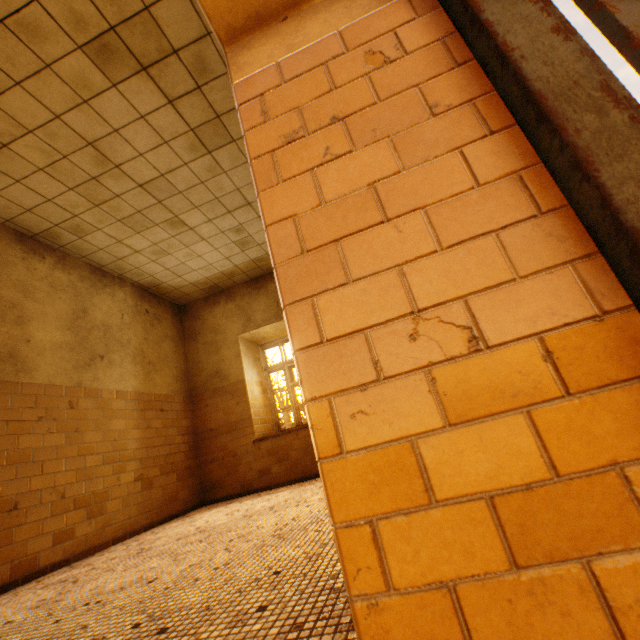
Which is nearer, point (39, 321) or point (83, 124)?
point (83, 124)
